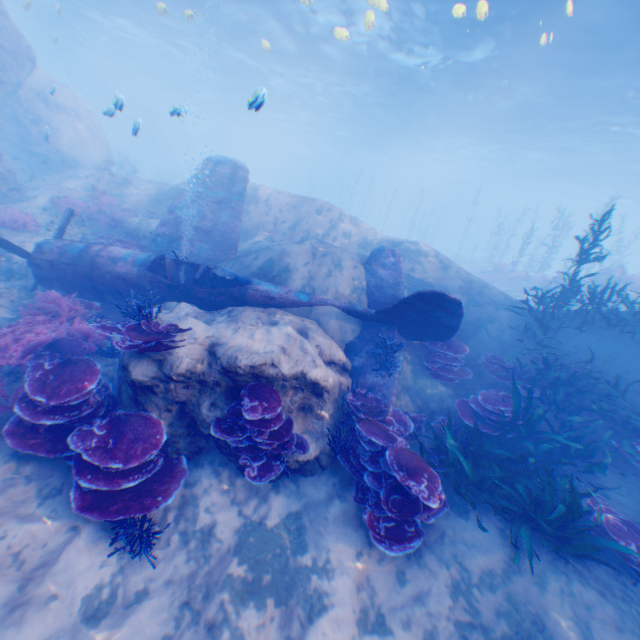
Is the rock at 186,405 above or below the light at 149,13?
below

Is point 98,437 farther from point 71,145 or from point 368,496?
point 71,145

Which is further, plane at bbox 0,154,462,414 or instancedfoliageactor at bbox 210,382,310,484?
plane at bbox 0,154,462,414

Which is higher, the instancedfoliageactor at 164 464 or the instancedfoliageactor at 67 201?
the instancedfoliageactor at 67 201

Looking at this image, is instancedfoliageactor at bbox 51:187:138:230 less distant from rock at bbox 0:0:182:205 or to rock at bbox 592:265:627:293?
rock at bbox 0:0:182:205

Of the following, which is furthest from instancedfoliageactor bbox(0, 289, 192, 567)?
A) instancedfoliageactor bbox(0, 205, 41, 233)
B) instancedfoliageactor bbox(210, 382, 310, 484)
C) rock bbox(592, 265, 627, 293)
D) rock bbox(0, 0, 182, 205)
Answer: rock bbox(592, 265, 627, 293)

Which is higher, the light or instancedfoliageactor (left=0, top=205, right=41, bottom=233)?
the light

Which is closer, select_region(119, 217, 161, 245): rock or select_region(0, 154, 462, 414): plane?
select_region(0, 154, 462, 414): plane
